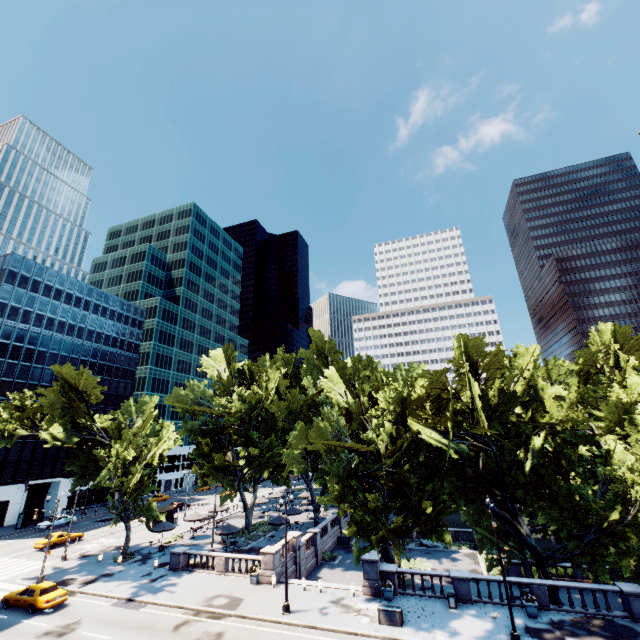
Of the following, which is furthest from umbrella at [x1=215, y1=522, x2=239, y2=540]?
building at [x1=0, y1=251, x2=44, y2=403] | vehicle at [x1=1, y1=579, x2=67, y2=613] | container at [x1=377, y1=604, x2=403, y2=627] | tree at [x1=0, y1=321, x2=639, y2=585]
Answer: building at [x1=0, y1=251, x2=44, y2=403]

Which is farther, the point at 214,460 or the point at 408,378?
the point at 214,460

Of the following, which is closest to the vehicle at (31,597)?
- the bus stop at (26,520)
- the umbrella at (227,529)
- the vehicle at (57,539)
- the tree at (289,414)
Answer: the tree at (289,414)

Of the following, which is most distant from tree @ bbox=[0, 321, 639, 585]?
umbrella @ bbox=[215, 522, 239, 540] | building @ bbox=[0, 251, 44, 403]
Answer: building @ bbox=[0, 251, 44, 403]

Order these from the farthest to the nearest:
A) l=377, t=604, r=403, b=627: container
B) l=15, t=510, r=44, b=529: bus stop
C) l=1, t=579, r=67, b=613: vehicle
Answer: l=15, t=510, r=44, b=529: bus stop, l=1, t=579, r=67, b=613: vehicle, l=377, t=604, r=403, b=627: container

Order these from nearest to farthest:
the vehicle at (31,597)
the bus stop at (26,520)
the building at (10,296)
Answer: Result: the vehicle at (31,597) < the bus stop at (26,520) < the building at (10,296)

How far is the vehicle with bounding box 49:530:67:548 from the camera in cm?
3959

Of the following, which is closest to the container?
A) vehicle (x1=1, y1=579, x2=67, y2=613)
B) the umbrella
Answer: the umbrella
